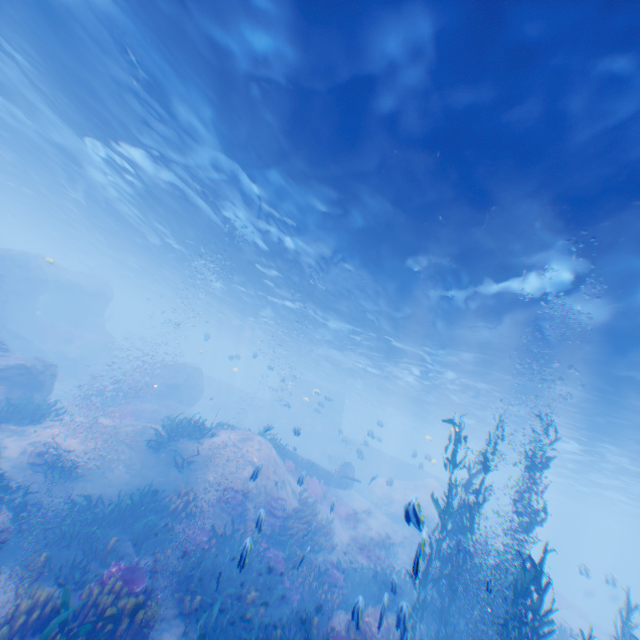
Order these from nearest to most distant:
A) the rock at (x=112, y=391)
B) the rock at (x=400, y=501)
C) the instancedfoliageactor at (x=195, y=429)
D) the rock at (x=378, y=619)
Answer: the rock at (x=378, y=619) < the instancedfoliageactor at (x=195, y=429) < the rock at (x=112, y=391) < the rock at (x=400, y=501)

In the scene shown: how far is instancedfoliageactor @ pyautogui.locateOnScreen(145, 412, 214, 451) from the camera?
14.0m

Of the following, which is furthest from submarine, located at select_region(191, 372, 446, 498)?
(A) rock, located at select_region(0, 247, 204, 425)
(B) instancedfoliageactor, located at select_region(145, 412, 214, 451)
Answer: (B) instancedfoliageactor, located at select_region(145, 412, 214, 451)

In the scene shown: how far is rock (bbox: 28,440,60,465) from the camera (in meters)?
10.83

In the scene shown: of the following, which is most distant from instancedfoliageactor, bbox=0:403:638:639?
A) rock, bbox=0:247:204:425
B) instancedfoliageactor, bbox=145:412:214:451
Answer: instancedfoliageactor, bbox=145:412:214:451

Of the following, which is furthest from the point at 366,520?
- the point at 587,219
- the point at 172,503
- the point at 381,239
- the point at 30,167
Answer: the point at 30,167

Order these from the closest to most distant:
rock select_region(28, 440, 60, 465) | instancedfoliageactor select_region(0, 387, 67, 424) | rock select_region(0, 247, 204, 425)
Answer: rock select_region(28, 440, 60, 465) → instancedfoliageactor select_region(0, 387, 67, 424) → rock select_region(0, 247, 204, 425)

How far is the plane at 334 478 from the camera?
20.8 meters
